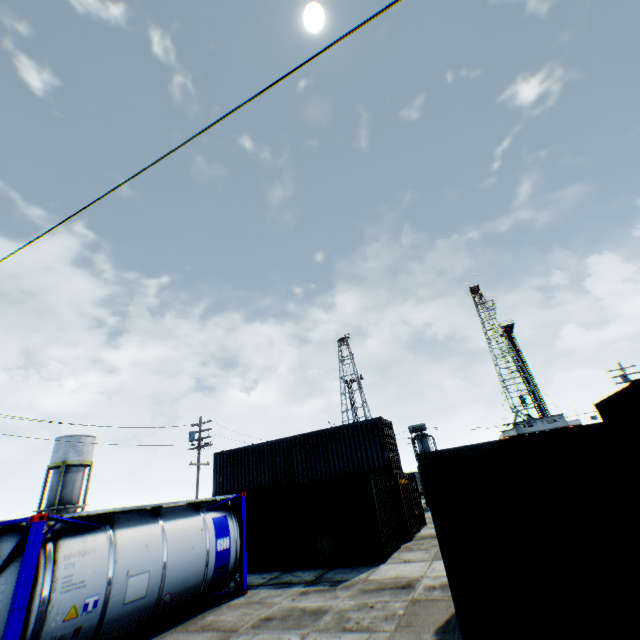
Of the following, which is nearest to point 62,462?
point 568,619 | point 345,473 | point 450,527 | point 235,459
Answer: point 235,459

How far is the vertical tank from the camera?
35.69m

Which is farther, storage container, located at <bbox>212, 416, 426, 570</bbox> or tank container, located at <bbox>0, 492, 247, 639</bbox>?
storage container, located at <bbox>212, 416, 426, 570</bbox>

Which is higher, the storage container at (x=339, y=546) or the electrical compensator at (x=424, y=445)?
the electrical compensator at (x=424, y=445)

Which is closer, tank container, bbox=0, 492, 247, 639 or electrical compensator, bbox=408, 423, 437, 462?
tank container, bbox=0, 492, 247, 639

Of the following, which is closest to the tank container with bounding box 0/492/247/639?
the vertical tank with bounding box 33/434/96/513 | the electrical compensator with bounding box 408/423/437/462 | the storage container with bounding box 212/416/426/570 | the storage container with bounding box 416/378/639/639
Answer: the storage container with bounding box 212/416/426/570

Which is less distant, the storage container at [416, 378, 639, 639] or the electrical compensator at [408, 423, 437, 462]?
the storage container at [416, 378, 639, 639]

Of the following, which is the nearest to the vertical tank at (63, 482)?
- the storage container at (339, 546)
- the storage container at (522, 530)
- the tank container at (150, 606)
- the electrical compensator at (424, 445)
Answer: the storage container at (339, 546)
